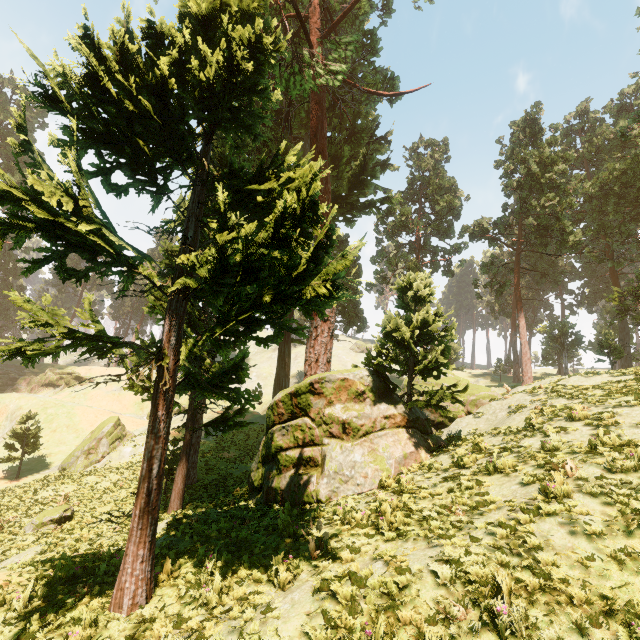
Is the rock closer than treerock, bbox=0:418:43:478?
No

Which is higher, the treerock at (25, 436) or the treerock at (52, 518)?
the treerock at (25, 436)

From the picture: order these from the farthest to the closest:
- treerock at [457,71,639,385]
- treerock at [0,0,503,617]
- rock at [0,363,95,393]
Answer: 1. rock at [0,363,95,393]
2. treerock at [457,71,639,385]
3. treerock at [0,0,503,617]

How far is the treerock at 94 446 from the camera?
29.3m

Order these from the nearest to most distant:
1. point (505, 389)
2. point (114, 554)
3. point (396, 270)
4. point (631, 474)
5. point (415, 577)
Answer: point (415, 577) → point (631, 474) → point (114, 554) → point (505, 389) → point (396, 270)

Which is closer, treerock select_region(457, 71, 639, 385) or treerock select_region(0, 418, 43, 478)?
treerock select_region(0, 418, 43, 478)

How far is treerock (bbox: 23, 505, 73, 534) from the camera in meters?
17.8 m
